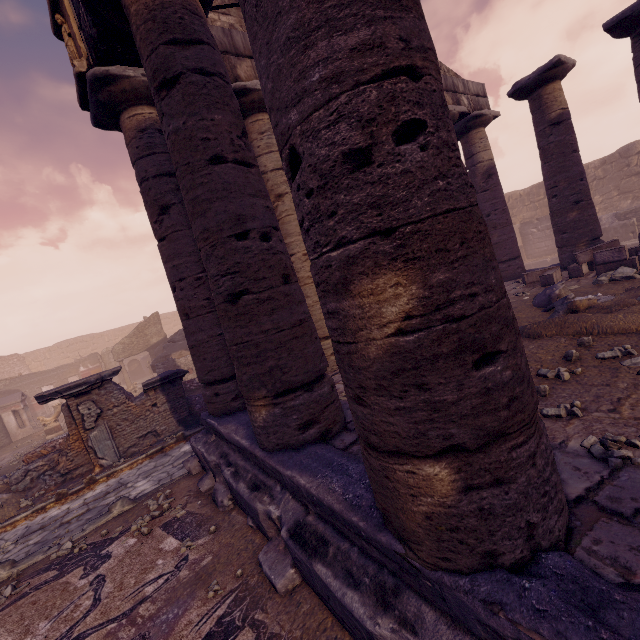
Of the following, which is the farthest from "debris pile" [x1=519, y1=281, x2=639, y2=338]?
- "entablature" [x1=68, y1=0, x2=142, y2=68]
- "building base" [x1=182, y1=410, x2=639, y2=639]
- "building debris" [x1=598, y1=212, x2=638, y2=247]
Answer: "building debris" [x1=598, y1=212, x2=638, y2=247]

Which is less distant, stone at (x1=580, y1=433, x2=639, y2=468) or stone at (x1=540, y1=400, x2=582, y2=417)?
stone at (x1=580, y1=433, x2=639, y2=468)

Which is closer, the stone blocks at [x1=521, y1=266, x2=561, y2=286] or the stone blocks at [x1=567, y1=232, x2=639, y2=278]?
the stone blocks at [x1=567, y1=232, x2=639, y2=278]

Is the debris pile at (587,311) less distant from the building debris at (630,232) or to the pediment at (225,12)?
the pediment at (225,12)

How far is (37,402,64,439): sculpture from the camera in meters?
13.4

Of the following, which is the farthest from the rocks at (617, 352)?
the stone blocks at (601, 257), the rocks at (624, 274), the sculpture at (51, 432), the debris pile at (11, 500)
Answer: the sculpture at (51, 432)

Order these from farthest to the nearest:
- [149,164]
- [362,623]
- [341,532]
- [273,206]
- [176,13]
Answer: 1. [273,206]
2. [149,164]
3. [176,13]
4. [341,532]
5. [362,623]

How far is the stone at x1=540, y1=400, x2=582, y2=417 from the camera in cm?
264
